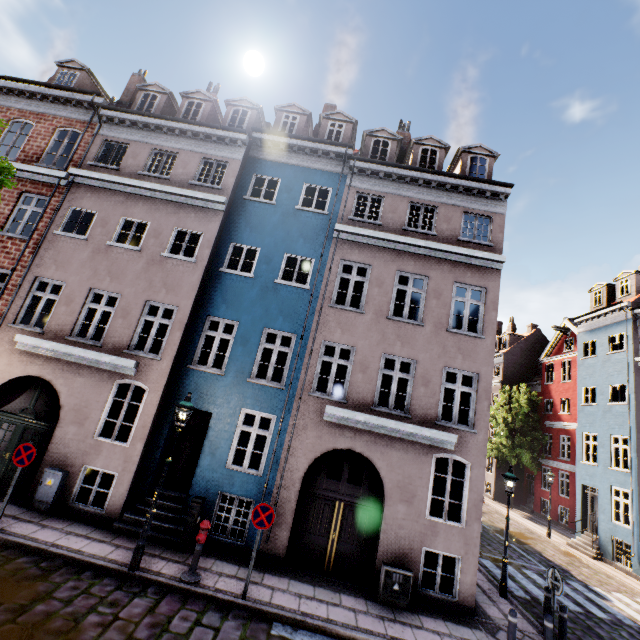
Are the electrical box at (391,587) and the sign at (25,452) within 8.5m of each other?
no

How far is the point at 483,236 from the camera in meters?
11.7

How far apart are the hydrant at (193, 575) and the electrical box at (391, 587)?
4.5m

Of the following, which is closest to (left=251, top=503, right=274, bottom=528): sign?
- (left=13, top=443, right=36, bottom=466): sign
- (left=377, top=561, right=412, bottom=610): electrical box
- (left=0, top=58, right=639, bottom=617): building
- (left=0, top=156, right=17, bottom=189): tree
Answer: (left=0, top=58, right=639, bottom=617): building

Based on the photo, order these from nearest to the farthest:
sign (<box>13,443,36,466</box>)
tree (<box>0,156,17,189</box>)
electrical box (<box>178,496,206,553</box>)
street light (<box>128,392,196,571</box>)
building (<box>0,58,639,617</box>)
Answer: tree (<box>0,156,17,189</box>), street light (<box>128,392,196,571</box>), sign (<box>13,443,36,466</box>), electrical box (<box>178,496,206,553</box>), building (<box>0,58,639,617</box>)

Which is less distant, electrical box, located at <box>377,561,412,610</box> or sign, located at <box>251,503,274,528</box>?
sign, located at <box>251,503,274,528</box>

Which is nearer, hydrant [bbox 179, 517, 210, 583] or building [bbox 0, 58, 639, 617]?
hydrant [bbox 179, 517, 210, 583]

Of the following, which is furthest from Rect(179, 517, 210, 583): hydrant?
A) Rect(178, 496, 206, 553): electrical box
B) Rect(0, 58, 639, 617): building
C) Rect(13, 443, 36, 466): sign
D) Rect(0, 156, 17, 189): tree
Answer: Rect(0, 156, 17, 189): tree
